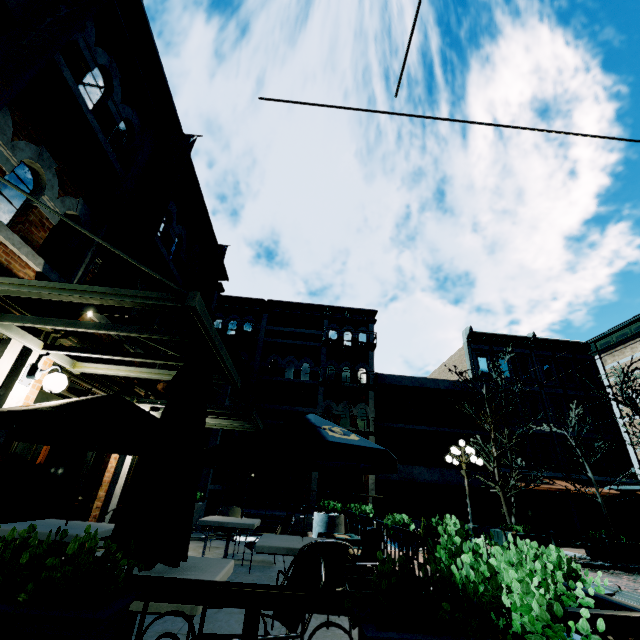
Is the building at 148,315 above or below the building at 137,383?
above

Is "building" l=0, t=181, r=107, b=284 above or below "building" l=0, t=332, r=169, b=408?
above

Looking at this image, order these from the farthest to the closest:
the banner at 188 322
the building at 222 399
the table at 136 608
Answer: the building at 222 399
the banner at 188 322
the table at 136 608

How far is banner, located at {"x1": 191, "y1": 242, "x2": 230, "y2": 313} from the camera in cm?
1038

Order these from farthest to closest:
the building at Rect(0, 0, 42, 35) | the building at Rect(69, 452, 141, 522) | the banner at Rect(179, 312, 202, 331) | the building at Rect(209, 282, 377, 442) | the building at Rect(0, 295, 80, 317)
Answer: the building at Rect(209, 282, 377, 442) → the banner at Rect(179, 312, 202, 331) → the building at Rect(69, 452, 141, 522) → the building at Rect(0, 295, 80, 317) → the building at Rect(0, 0, 42, 35)

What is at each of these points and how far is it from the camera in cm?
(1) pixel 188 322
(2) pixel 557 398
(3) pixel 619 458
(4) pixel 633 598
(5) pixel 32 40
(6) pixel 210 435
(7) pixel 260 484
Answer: (1) banner, 989
(2) building, 2334
(3) building, 2173
(4) bench, 411
(5) banner, 379
(6) building, 1278
(7) building, 1656

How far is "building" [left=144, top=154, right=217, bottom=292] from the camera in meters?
9.1 m
